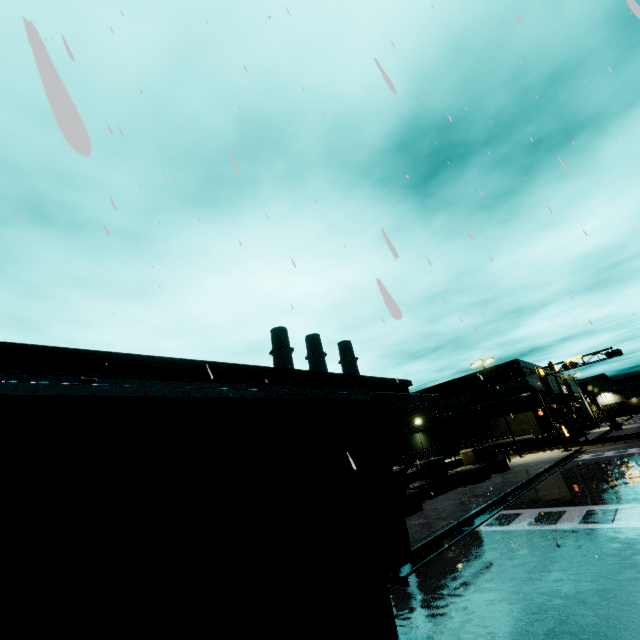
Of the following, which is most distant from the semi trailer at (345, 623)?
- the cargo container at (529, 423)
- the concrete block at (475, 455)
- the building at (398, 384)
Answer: the cargo container at (529, 423)

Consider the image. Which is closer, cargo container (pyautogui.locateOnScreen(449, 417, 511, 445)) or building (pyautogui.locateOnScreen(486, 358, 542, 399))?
cargo container (pyautogui.locateOnScreen(449, 417, 511, 445))

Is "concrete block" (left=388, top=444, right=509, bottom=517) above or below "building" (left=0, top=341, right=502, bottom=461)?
below

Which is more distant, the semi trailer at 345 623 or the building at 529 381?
the building at 529 381

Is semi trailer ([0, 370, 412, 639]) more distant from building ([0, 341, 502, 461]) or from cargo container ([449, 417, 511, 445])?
cargo container ([449, 417, 511, 445])

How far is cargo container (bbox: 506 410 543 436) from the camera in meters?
35.9

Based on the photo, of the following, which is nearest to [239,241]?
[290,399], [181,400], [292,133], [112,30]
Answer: [181,400]

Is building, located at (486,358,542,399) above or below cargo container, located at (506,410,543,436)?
above
